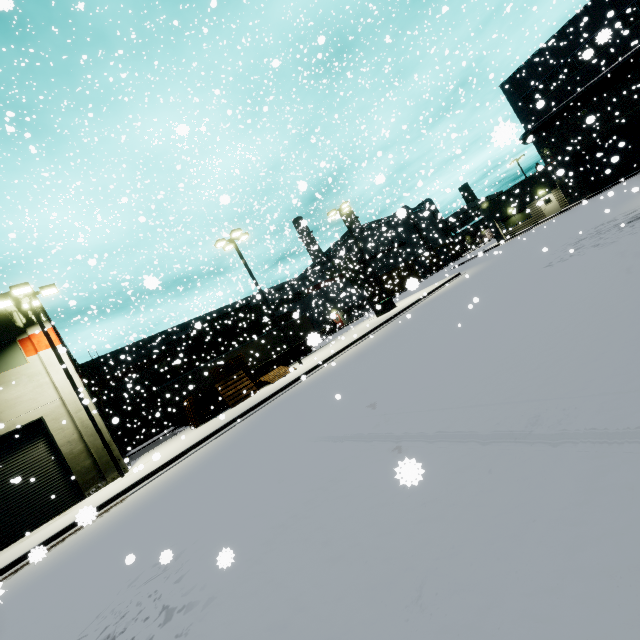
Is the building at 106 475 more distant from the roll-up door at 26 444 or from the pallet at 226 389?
the pallet at 226 389

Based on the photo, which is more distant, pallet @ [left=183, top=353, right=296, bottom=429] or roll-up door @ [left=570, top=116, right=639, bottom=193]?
roll-up door @ [left=570, top=116, right=639, bottom=193]

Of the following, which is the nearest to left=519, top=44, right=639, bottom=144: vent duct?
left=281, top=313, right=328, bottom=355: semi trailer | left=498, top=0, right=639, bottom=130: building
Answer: left=498, top=0, right=639, bottom=130: building

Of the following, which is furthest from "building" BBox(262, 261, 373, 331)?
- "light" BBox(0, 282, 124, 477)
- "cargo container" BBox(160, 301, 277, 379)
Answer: "cargo container" BBox(160, 301, 277, 379)

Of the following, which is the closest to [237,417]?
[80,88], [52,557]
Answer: [52,557]

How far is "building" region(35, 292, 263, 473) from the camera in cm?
1658

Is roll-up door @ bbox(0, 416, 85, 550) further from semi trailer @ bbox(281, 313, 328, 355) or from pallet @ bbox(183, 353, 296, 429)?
pallet @ bbox(183, 353, 296, 429)

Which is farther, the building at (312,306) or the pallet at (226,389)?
the building at (312,306)
